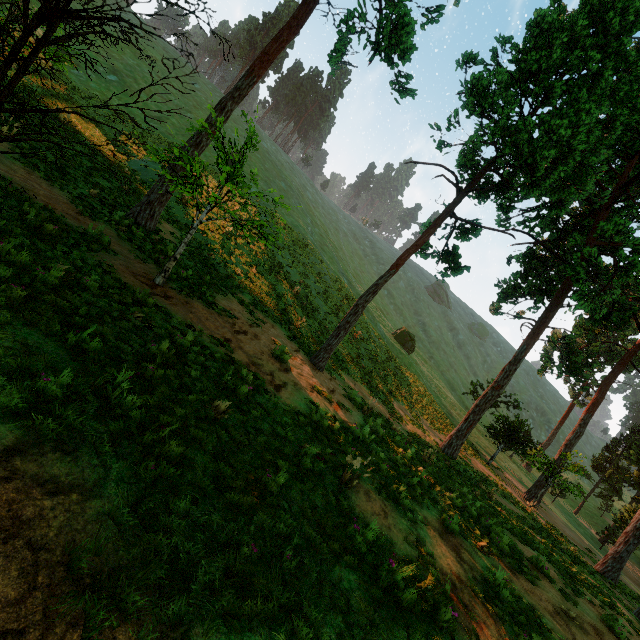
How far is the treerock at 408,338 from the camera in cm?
4447

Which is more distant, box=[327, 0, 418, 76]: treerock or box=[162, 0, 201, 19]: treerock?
box=[327, 0, 418, 76]: treerock

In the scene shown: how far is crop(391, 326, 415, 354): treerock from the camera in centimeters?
4447cm

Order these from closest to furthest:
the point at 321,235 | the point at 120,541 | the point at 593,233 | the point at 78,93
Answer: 1. the point at 120,541
2. the point at 593,233
3. the point at 78,93
4. the point at 321,235

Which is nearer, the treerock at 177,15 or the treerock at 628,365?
the treerock at 177,15

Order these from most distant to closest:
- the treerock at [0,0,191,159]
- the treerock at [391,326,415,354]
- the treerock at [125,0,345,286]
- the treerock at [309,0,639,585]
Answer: the treerock at [391,326,415,354]
the treerock at [309,0,639,585]
the treerock at [125,0,345,286]
the treerock at [0,0,191,159]
